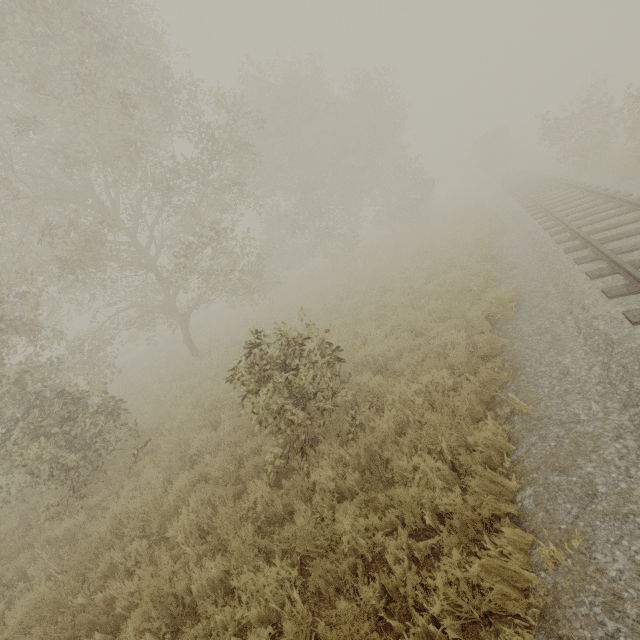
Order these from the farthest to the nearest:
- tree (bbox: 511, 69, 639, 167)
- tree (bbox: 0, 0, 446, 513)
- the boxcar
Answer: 1. the boxcar
2. tree (bbox: 511, 69, 639, 167)
3. tree (bbox: 0, 0, 446, 513)

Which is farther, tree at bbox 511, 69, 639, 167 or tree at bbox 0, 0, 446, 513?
tree at bbox 511, 69, 639, 167

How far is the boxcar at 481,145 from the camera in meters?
37.1 m

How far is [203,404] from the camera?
9.2m

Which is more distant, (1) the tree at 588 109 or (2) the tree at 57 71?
(1) the tree at 588 109

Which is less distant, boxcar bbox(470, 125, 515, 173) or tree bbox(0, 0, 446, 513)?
tree bbox(0, 0, 446, 513)

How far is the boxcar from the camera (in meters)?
37.09
